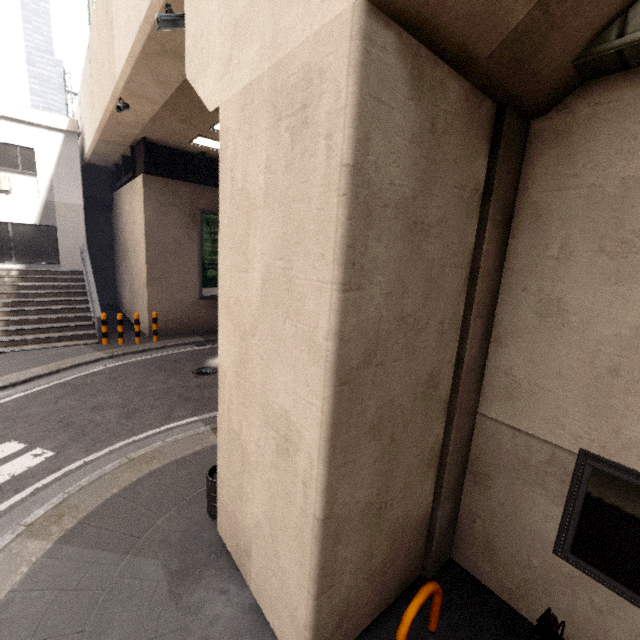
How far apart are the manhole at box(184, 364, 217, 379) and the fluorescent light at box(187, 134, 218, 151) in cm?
716

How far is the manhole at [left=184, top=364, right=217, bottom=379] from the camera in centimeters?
931cm

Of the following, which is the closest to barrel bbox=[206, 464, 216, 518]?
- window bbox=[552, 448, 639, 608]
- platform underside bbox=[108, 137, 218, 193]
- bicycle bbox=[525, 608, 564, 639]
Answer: bicycle bbox=[525, 608, 564, 639]

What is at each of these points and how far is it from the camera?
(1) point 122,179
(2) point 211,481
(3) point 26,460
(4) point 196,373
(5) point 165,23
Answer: (1) platform underside, 13.40m
(2) barrel, 4.26m
(3) ground decal, 5.37m
(4) manhole, 9.50m
(5) window, 4.62m

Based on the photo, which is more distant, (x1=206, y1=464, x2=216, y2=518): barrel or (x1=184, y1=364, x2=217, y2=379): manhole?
(x1=184, y1=364, x2=217, y2=379): manhole

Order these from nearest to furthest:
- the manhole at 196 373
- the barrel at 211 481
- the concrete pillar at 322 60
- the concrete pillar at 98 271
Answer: the concrete pillar at 322 60 → the barrel at 211 481 → the manhole at 196 373 → the concrete pillar at 98 271

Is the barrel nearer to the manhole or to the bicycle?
the bicycle

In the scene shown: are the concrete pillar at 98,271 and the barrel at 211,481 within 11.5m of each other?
no
